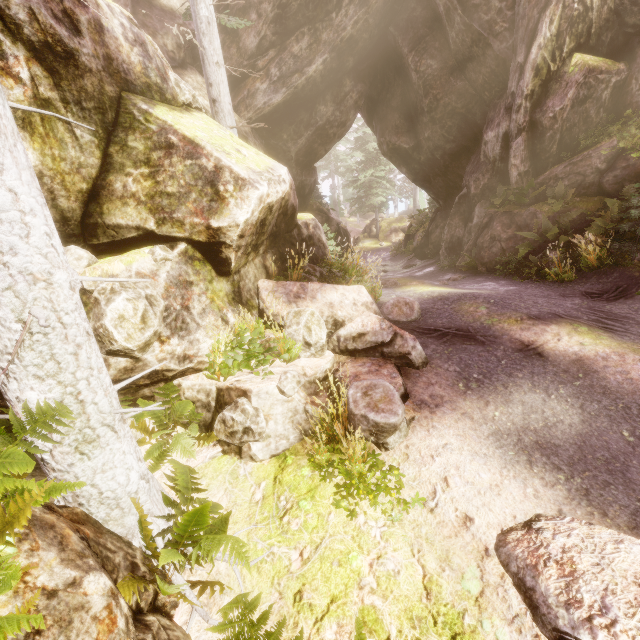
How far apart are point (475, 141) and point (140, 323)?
16.34m

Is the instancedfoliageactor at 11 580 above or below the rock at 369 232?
above

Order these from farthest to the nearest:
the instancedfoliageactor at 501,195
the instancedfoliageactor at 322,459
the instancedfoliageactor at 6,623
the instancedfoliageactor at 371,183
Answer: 1. the instancedfoliageactor at 371,183
2. the instancedfoliageactor at 501,195
3. the instancedfoliageactor at 322,459
4. the instancedfoliageactor at 6,623

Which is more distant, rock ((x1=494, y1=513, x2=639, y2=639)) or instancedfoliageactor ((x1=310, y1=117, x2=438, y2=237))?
instancedfoliageactor ((x1=310, y1=117, x2=438, y2=237))

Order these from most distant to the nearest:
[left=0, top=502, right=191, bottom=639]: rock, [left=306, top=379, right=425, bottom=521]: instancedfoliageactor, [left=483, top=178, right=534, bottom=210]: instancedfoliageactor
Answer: [left=483, top=178, right=534, bottom=210]: instancedfoliageactor, [left=306, top=379, right=425, bottom=521]: instancedfoliageactor, [left=0, top=502, right=191, bottom=639]: rock

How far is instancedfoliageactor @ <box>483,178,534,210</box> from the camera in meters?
11.2
